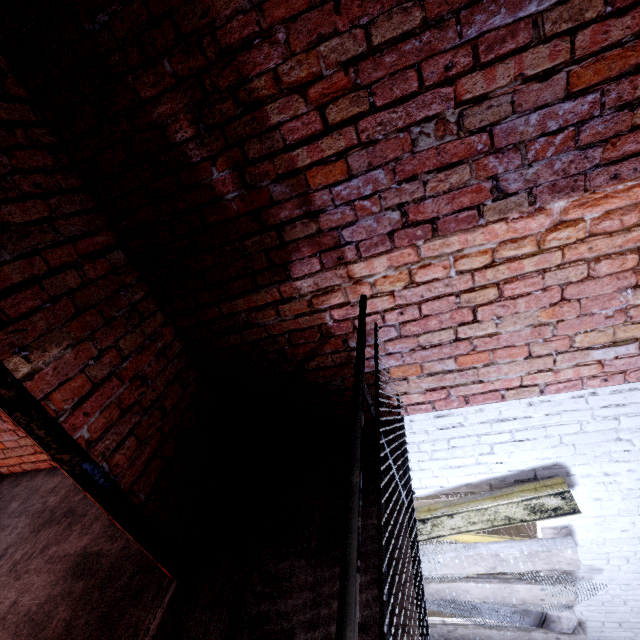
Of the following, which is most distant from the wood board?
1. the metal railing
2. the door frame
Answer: the door frame

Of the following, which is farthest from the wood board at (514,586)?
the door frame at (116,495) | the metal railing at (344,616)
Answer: the door frame at (116,495)

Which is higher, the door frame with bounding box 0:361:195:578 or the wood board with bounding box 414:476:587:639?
the door frame with bounding box 0:361:195:578

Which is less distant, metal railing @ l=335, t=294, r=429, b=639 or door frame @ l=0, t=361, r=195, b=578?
metal railing @ l=335, t=294, r=429, b=639

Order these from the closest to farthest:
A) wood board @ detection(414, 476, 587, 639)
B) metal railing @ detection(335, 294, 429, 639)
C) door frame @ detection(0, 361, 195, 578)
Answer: metal railing @ detection(335, 294, 429, 639) < door frame @ detection(0, 361, 195, 578) < wood board @ detection(414, 476, 587, 639)

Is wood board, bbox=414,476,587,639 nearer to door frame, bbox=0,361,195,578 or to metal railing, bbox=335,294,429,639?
metal railing, bbox=335,294,429,639

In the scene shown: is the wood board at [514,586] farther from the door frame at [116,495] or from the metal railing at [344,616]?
the door frame at [116,495]

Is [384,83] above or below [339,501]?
above
